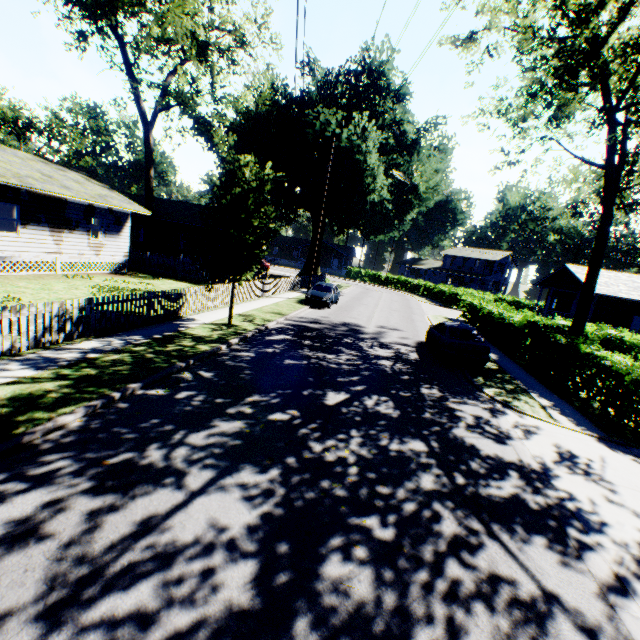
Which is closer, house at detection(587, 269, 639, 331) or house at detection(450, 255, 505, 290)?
house at detection(587, 269, 639, 331)

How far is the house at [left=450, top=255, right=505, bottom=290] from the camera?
57.0m

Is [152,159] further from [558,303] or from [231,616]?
[558,303]

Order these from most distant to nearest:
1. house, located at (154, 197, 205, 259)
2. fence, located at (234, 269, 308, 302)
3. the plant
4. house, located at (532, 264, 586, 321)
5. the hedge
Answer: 1. house, located at (154, 197, 205, 259)
2. house, located at (532, 264, 586, 321)
3. fence, located at (234, 269, 308, 302)
4. the plant
5. the hedge

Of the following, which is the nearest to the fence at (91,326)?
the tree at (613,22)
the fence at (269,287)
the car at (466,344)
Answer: the fence at (269,287)

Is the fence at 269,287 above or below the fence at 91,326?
above

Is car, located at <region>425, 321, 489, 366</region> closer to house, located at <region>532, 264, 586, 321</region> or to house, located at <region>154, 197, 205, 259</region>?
house, located at <region>532, 264, 586, 321</region>

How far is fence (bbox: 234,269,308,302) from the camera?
19.85m
